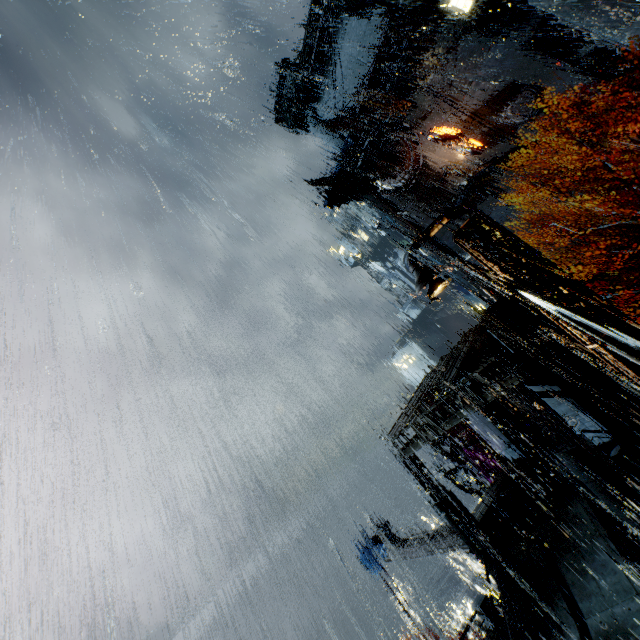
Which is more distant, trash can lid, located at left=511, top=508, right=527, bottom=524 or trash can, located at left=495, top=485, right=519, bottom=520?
trash can, located at left=495, top=485, right=519, bottom=520

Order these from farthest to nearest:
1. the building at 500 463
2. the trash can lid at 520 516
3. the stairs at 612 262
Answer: the stairs at 612 262 → the trash can lid at 520 516 → the building at 500 463

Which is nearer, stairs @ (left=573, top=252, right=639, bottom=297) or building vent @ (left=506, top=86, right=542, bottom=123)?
stairs @ (left=573, top=252, right=639, bottom=297)

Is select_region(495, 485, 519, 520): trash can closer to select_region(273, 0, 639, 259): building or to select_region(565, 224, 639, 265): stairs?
select_region(273, 0, 639, 259): building

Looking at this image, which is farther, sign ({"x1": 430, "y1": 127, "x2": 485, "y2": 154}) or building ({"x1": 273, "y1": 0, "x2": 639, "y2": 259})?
sign ({"x1": 430, "y1": 127, "x2": 485, "y2": 154})

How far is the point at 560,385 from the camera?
17.1m

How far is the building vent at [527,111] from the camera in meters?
28.9 m

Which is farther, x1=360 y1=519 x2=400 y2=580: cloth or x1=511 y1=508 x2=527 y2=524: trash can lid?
x1=360 y1=519 x2=400 y2=580: cloth
